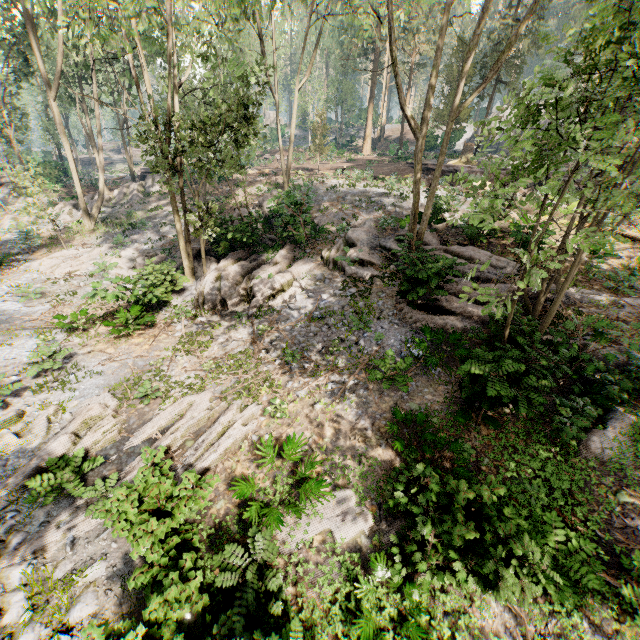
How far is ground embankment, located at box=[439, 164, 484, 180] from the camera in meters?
26.8 m

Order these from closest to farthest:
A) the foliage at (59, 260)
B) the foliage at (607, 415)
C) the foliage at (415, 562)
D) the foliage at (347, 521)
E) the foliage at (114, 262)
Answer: the foliage at (415, 562) < the foliage at (347, 521) < the foliage at (607, 415) < the foliage at (114, 262) < the foliage at (59, 260)

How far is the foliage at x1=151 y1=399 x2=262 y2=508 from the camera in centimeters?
592cm

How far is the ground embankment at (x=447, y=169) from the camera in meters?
26.8

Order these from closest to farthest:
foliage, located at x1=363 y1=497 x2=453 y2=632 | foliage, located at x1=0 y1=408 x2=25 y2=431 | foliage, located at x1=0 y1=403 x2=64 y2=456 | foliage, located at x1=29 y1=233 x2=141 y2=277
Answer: foliage, located at x1=363 y1=497 x2=453 y2=632, foliage, located at x1=0 y1=403 x2=64 y2=456, foliage, located at x1=0 y1=408 x2=25 y2=431, foliage, located at x1=29 y1=233 x2=141 y2=277

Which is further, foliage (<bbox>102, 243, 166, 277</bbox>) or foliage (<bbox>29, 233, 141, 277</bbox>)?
foliage (<bbox>29, 233, 141, 277</bbox>)

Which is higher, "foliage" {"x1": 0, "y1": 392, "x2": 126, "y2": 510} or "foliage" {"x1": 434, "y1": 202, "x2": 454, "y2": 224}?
"foliage" {"x1": 434, "y1": 202, "x2": 454, "y2": 224}

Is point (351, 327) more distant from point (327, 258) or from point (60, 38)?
point (60, 38)
